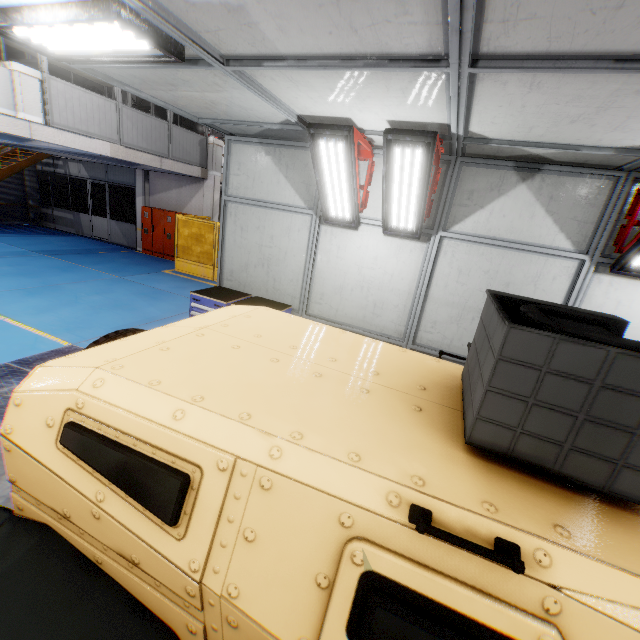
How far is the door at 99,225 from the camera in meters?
16.7

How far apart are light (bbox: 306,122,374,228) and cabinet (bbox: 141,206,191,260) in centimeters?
1092cm

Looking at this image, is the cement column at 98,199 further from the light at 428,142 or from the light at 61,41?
the light at 428,142

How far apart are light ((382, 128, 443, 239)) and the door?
17.10m

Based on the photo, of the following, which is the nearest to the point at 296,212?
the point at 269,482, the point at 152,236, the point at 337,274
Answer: the point at 337,274

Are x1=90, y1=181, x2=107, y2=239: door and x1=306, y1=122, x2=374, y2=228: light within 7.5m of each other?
no

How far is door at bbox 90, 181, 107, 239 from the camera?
16.7 meters

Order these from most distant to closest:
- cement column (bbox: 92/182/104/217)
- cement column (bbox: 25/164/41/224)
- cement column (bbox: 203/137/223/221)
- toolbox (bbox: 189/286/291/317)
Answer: cement column (bbox: 92/182/104/217) < cement column (bbox: 25/164/41/224) < cement column (bbox: 203/137/223/221) < toolbox (bbox: 189/286/291/317)
